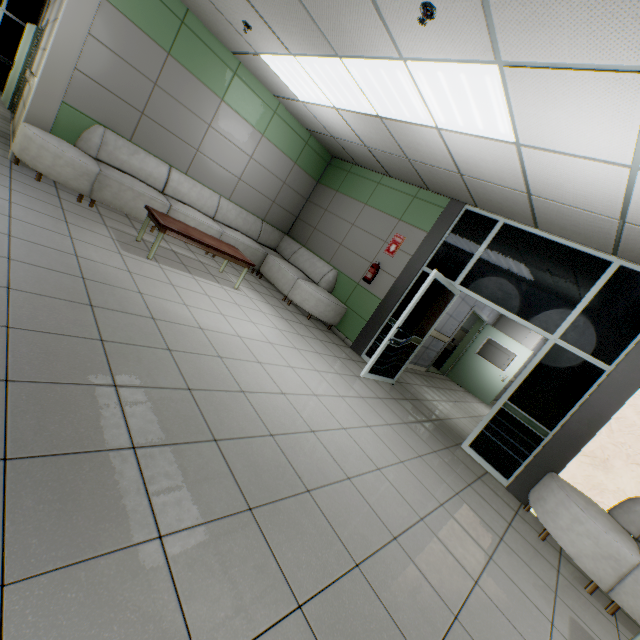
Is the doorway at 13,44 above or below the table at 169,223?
above

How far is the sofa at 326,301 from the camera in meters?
4.5 m

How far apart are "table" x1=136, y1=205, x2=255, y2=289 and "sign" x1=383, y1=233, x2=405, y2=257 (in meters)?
2.69

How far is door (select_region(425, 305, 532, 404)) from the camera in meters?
9.4 m

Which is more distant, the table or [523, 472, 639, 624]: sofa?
the table

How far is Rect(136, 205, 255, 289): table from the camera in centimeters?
426cm

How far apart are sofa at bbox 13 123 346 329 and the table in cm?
68

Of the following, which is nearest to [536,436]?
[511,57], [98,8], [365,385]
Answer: [365,385]
